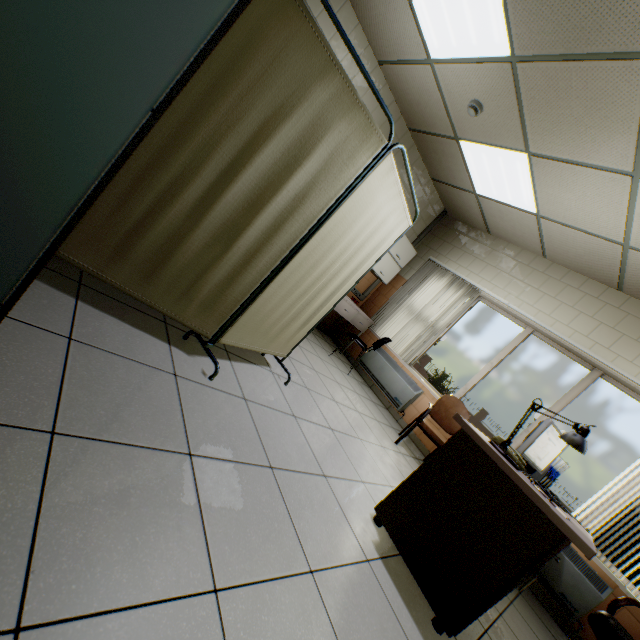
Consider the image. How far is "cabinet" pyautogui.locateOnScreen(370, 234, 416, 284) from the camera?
5.5 meters

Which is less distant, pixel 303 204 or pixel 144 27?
pixel 144 27

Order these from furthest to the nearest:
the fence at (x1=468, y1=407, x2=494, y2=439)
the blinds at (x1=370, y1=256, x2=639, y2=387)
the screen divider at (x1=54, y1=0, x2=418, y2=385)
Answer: the fence at (x1=468, y1=407, x2=494, y2=439)
the blinds at (x1=370, y1=256, x2=639, y2=387)
the screen divider at (x1=54, y1=0, x2=418, y2=385)

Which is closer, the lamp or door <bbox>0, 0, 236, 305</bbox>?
door <bbox>0, 0, 236, 305</bbox>

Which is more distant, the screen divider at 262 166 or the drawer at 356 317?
the drawer at 356 317

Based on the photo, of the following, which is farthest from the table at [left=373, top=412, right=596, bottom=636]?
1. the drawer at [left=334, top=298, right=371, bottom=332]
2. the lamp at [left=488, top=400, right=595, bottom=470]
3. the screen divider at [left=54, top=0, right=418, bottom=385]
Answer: the drawer at [left=334, top=298, right=371, bottom=332]

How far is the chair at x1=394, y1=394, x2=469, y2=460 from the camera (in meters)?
3.80

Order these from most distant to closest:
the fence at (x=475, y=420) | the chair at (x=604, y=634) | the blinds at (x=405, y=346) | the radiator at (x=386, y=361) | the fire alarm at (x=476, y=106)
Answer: the fence at (x=475, y=420) < the radiator at (x=386, y=361) < the blinds at (x=405, y=346) < the fire alarm at (x=476, y=106) < the chair at (x=604, y=634)
